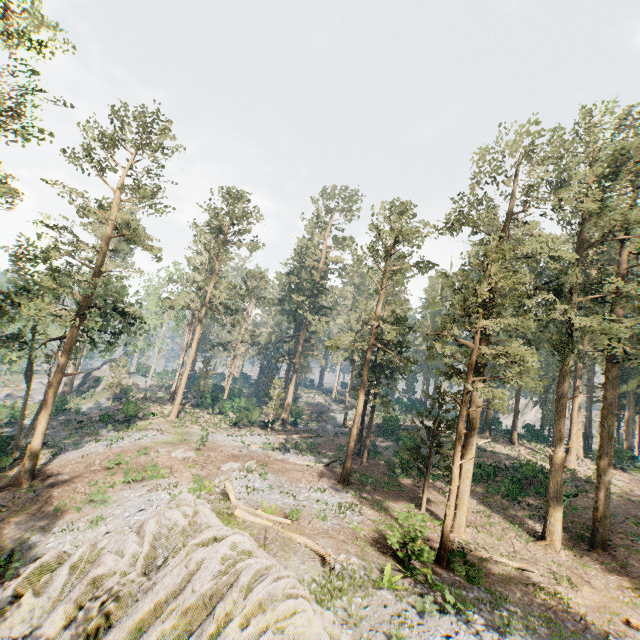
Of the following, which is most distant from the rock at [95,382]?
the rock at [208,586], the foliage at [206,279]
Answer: the rock at [208,586]

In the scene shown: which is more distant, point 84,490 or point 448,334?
point 84,490

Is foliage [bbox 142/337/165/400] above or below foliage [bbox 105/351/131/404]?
above

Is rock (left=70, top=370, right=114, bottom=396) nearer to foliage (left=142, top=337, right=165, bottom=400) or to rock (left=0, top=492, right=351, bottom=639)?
foliage (left=142, top=337, right=165, bottom=400)

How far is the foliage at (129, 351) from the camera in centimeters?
4553cm

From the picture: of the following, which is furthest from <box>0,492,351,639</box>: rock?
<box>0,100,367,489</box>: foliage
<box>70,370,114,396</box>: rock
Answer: <box>70,370,114,396</box>: rock
